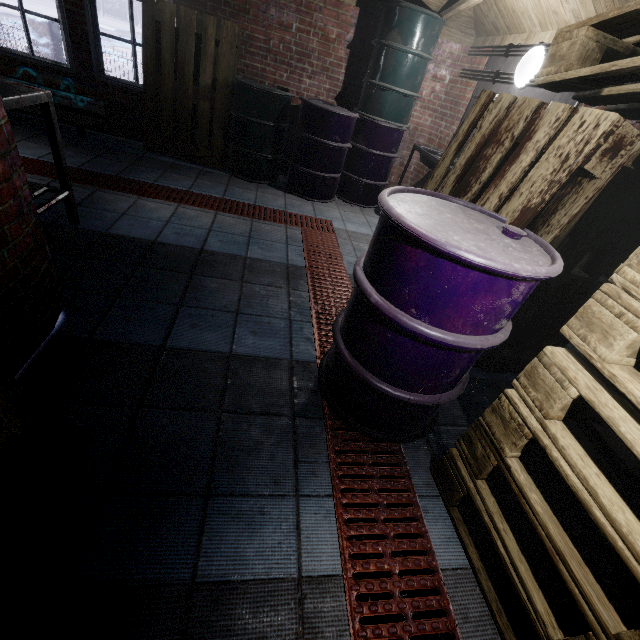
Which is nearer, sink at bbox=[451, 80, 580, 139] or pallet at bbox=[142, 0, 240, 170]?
sink at bbox=[451, 80, 580, 139]

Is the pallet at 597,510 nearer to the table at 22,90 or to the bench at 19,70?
the table at 22,90

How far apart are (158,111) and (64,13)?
1.19m

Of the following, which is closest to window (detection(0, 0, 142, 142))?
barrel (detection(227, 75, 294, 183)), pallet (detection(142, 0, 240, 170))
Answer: pallet (detection(142, 0, 240, 170))

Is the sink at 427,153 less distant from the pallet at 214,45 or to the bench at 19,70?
the pallet at 214,45

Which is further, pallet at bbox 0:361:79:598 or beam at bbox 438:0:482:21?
beam at bbox 438:0:482:21

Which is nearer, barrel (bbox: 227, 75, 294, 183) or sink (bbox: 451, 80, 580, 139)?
sink (bbox: 451, 80, 580, 139)

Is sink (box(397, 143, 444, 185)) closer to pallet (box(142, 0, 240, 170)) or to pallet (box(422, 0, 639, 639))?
pallet (box(422, 0, 639, 639))
